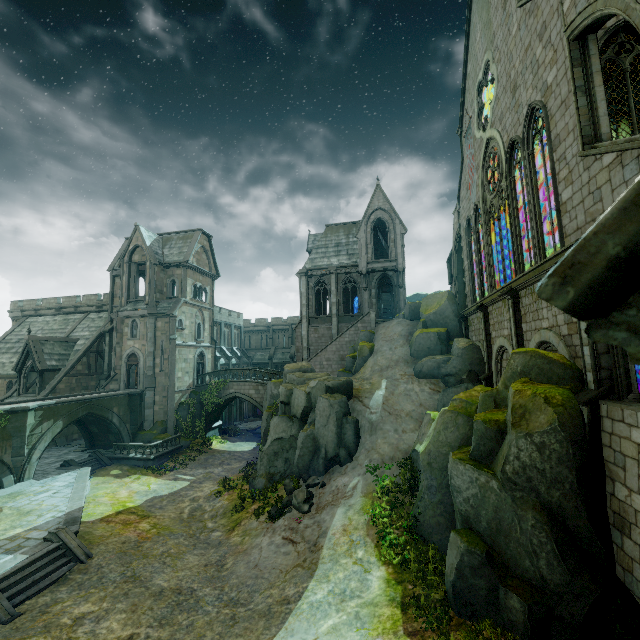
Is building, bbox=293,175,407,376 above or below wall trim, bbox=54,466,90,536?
above

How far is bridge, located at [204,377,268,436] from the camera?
32.7 meters

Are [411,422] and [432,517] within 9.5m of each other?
yes

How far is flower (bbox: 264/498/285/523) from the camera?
15.85m

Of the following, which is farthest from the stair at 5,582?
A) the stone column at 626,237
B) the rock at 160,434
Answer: the stone column at 626,237

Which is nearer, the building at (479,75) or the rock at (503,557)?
the rock at (503,557)

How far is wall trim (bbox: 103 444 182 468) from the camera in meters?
25.6

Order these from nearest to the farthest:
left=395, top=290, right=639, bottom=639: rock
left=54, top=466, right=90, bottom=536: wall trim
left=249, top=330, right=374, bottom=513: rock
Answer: left=395, top=290, right=639, bottom=639: rock
left=54, top=466, right=90, bottom=536: wall trim
left=249, top=330, right=374, bottom=513: rock
